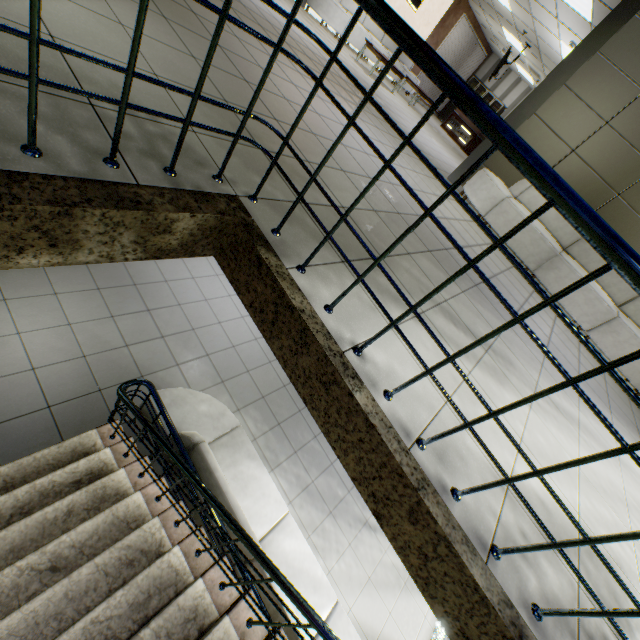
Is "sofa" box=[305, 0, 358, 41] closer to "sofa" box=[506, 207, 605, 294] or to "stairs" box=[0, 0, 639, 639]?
"sofa" box=[506, 207, 605, 294]

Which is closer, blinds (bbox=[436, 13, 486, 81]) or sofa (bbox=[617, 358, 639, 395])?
sofa (bbox=[617, 358, 639, 395])

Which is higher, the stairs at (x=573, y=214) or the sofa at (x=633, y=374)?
the stairs at (x=573, y=214)

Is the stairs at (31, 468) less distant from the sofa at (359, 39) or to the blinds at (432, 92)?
the sofa at (359, 39)

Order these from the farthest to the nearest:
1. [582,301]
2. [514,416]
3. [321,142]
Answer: [582,301] < [321,142] < [514,416]

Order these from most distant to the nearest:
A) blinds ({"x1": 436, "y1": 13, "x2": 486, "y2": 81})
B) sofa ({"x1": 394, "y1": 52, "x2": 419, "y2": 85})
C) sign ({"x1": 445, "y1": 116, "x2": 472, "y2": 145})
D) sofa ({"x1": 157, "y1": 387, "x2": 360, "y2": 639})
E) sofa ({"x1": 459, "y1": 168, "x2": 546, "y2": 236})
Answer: sign ({"x1": 445, "y1": 116, "x2": 472, "y2": 145}) → blinds ({"x1": 436, "y1": 13, "x2": 486, "y2": 81}) → sofa ({"x1": 394, "y1": 52, "x2": 419, "y2": 85}) → sofa ({"x1": 459, "y1": 168, "x2": 546, "y2": 236}) → sofa ({"x1": 157, "y1": 387, "x2": 360, "y2": 639})

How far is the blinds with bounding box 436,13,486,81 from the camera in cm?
1266

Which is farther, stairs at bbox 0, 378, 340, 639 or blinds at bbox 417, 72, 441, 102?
blinds at bbox 417, 72, 441, 102
